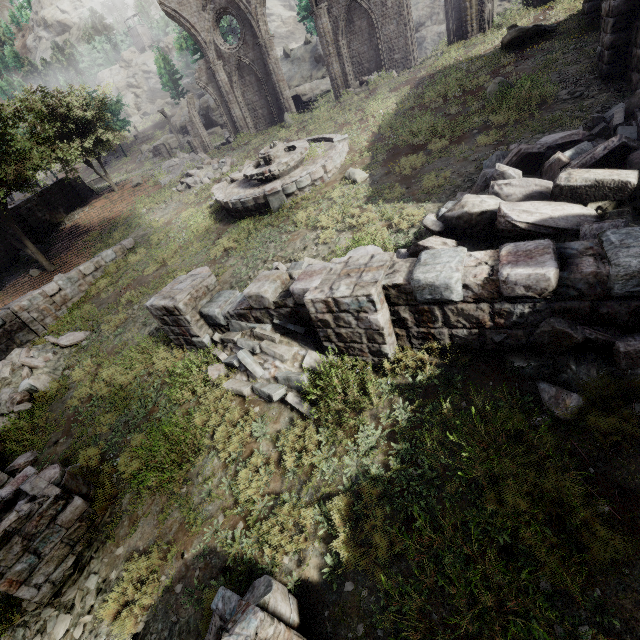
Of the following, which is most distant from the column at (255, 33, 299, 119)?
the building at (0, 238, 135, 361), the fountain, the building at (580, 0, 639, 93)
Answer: the building at (580, 0, 639, 93)

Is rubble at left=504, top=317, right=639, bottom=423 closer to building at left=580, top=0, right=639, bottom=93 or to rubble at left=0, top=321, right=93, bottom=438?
building at left=580, top=0, right=639, bottom=93

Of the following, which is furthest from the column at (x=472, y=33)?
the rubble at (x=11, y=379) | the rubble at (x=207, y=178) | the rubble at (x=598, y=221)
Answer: the rubble at (x=11, y=379)

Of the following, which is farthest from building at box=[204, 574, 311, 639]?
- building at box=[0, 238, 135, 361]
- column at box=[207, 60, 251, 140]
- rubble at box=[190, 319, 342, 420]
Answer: column at box=[207, 60, 251, 140]

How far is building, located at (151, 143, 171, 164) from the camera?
38.22m

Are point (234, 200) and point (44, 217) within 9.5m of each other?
no

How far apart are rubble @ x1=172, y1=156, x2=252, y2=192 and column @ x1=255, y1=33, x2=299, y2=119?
6.21m

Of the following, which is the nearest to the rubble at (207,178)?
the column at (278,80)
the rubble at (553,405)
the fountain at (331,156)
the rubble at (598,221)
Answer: the fountain at (331,156)
